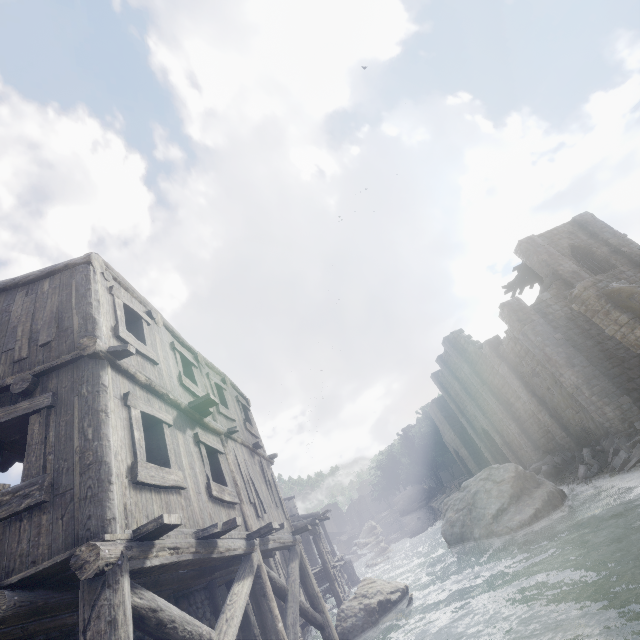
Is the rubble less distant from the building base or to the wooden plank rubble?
the wooden plank rubble

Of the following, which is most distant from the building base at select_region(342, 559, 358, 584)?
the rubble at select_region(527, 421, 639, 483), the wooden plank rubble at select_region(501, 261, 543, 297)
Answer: the wooden plank rubble at select_region(501, 261, 543, 297)

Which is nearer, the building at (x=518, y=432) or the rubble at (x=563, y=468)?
the rubble at (x=563, y=468)

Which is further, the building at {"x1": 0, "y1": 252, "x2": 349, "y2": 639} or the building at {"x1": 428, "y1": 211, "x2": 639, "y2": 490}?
the building at {"x1": 428, "y1": 211, "x2": 639, "y2": 490}

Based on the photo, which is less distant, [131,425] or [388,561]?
[131,425]

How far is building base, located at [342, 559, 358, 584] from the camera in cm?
2969

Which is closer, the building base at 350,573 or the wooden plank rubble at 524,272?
the wooden plank rubble at 524,272
